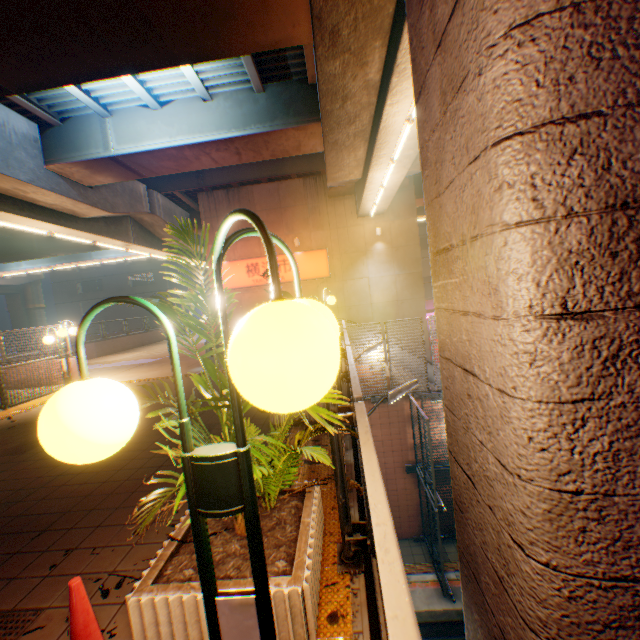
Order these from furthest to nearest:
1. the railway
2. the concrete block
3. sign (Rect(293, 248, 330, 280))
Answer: the concrete block, sign (Rect(293, 248, 330, 280)), the railway

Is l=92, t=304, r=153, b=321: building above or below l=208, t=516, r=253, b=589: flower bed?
above

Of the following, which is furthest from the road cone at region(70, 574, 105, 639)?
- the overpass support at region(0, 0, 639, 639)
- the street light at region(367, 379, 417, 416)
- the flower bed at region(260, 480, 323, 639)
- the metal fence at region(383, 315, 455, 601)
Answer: the street light at region(367, 379, 417, 416)

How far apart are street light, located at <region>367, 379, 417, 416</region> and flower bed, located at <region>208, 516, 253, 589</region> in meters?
2.7

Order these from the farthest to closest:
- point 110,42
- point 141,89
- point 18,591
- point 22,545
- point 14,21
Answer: point 141,89
point 110,42
point 14,21
point 22,545
point 18,591

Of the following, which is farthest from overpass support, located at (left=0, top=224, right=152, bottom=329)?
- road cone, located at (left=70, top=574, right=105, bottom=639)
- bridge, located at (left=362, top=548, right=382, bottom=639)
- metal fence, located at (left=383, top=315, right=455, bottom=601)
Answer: road cone, located at (left=70, top=574, right=105, bottom=639)

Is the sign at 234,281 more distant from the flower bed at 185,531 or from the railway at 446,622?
the flower bed at 185,531

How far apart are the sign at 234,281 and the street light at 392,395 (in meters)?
13.28
